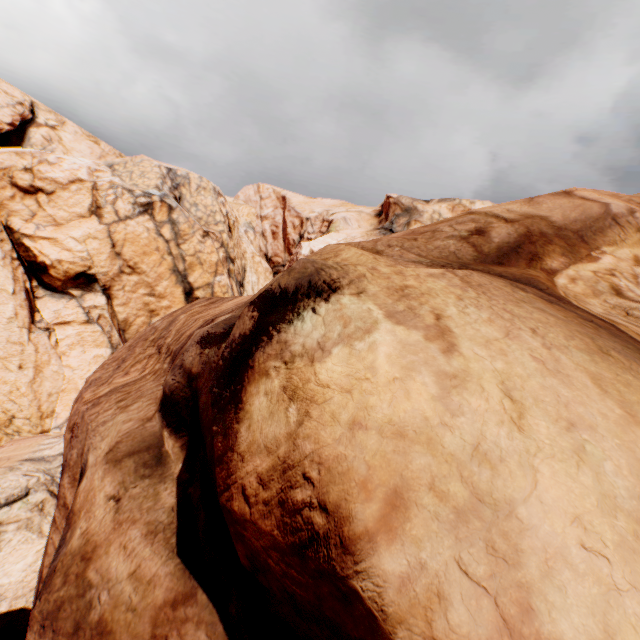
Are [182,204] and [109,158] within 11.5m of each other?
yes
